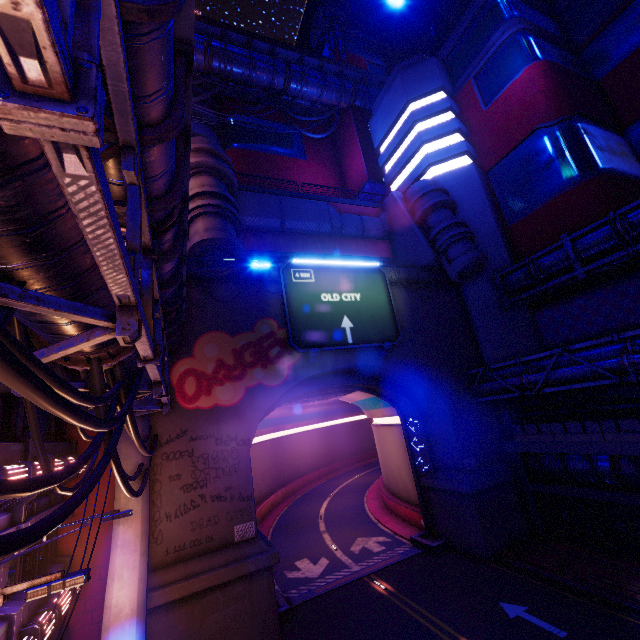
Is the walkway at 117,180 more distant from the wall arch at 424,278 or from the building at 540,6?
the building at 540,6

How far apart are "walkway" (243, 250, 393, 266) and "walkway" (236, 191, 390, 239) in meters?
1.5 m

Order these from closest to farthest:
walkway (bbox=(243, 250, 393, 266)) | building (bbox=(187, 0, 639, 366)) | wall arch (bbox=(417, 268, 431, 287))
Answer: building (bbox=(187, 0, 639, 366)) < walkway (bbox=(243, 250, 393, 266)) < wall arch (bbox=(417, 268, 431, 287))

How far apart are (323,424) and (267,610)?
45.0m

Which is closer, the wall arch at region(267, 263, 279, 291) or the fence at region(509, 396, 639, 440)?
the fence at region(509, 396, 639, 440)

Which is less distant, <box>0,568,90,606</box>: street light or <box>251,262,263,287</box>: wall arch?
<box>0,568,90,606</box>: street light

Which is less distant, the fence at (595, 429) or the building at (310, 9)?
the fence at (595, 429)

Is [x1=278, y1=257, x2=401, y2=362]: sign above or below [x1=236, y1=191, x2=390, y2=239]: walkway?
below
